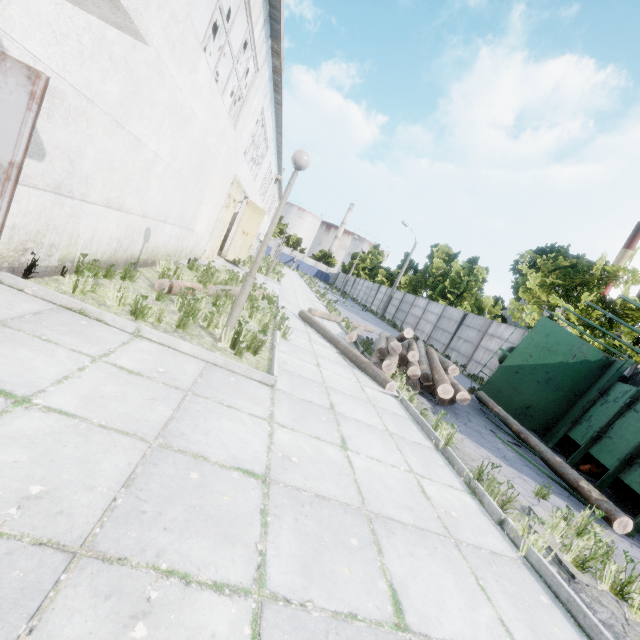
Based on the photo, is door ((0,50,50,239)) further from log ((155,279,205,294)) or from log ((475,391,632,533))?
log ((475,391,632,533))

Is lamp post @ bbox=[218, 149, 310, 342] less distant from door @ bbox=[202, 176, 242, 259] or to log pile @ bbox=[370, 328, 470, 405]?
log pile @ bbox=[370, 328, 470, 405]

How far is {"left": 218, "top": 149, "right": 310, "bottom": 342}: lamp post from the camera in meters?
5.0

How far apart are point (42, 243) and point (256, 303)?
6.20m

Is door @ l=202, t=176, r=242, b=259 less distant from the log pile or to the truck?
the log pile

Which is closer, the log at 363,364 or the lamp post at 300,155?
the lamp post at 300,155

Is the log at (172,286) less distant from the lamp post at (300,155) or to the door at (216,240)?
the lamp post at (300,155)

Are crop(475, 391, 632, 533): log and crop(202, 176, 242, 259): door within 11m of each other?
no
